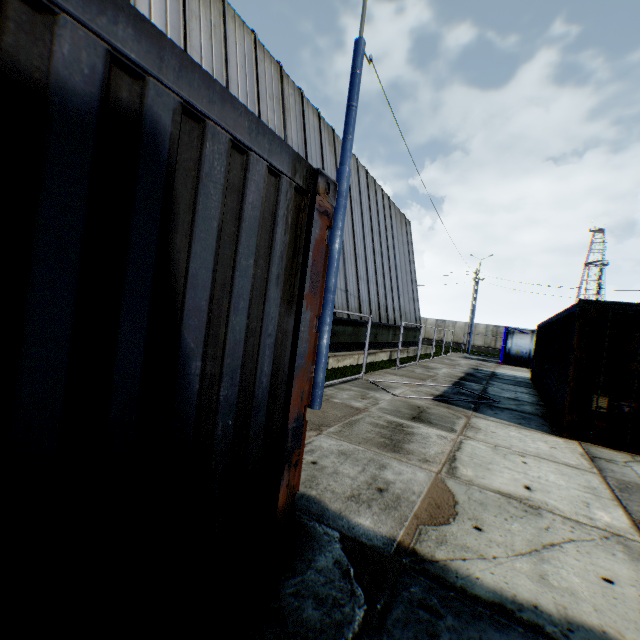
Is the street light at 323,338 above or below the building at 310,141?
below

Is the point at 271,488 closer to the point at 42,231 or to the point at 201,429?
the point at 201,429

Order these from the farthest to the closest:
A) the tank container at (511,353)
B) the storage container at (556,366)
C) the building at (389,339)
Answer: the tank container at (511,353) → the building at (389,339) → the storage container at (556,366)

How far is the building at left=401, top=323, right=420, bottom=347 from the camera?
23.3 meters

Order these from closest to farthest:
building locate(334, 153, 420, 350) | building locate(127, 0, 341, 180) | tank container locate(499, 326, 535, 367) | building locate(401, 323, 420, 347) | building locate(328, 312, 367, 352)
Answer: building locate(127, 0, 341, 180) < building locate(328, 312, 367, 352) < building locate(334, 153, 420, 350) < building locate(401, 323, 420, 347) < tank container locate(499, 326, 535, 367)

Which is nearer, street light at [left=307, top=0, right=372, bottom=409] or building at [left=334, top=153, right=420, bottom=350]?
street light at [left=307, top=0, right=372, bottom=409]

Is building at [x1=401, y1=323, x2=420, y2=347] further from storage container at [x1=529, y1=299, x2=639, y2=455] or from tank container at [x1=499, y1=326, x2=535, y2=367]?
storage container at [x1=529, y1=299, x2=639, y2=455]

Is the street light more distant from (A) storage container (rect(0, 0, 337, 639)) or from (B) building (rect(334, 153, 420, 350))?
(A) storage container (rect(0, 0, 337, 639))
